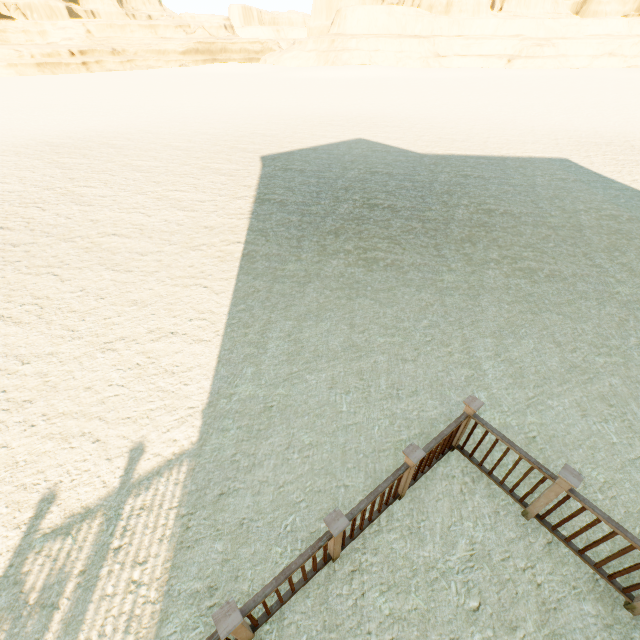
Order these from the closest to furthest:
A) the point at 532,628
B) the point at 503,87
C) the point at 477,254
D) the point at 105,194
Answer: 1. the point at 532,628
2. the point at 477,254
3. the point at 105,194
4. the point at 503,87
